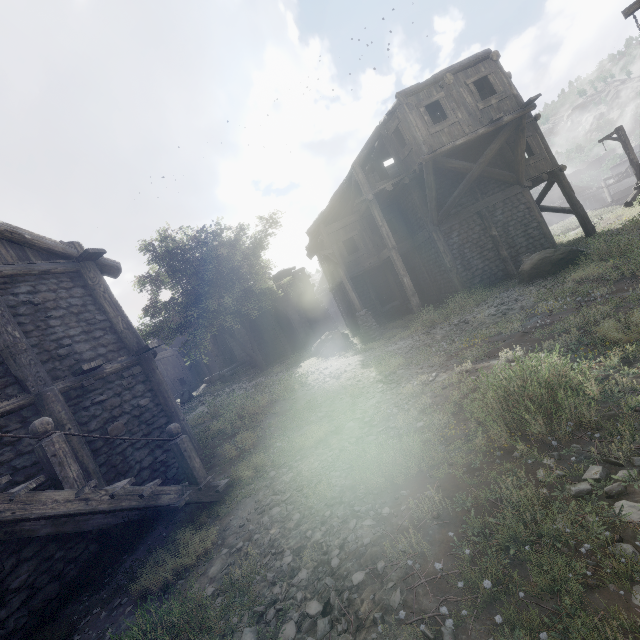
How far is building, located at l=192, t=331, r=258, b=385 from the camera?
26.6 meters

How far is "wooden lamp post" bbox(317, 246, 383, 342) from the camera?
15.9 meters

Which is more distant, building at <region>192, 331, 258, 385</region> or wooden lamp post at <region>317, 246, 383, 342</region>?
building at <region>192, 331, 258, 385</region>

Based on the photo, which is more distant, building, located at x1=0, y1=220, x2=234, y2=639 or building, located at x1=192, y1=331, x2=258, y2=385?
building, located at x1=192, y1=331, x2=258, y2=385

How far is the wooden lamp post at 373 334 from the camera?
15.9 meters

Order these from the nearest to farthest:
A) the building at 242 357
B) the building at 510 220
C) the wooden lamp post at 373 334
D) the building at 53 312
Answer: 1. the building at 53 312
2. the building at 510 220
3. the wooden lamp post at 373 334
4. the building at 242 357

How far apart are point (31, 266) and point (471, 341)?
11.37m
